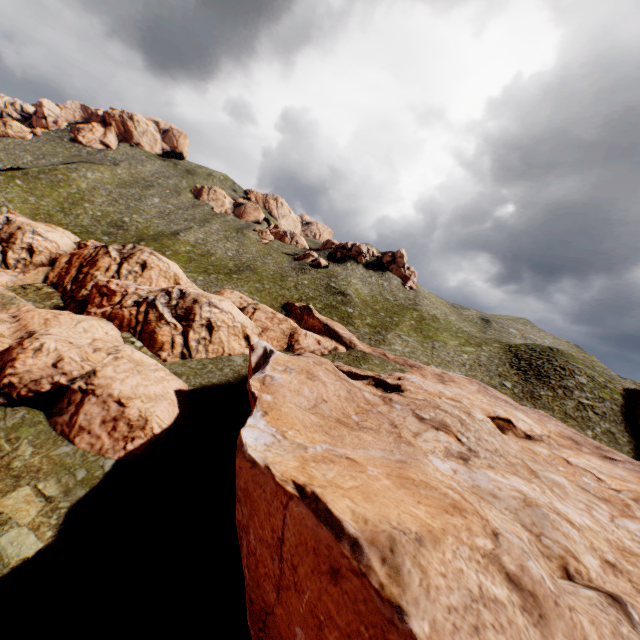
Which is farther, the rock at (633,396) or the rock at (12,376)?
the rock at (633,396)

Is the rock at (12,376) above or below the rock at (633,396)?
below

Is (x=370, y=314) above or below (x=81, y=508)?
above

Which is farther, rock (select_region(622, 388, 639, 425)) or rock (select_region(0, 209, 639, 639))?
rock (select_region(622, 388, 639, 425))

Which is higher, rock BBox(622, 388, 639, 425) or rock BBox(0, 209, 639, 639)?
rock BBox(622, 388, 639, 425)
